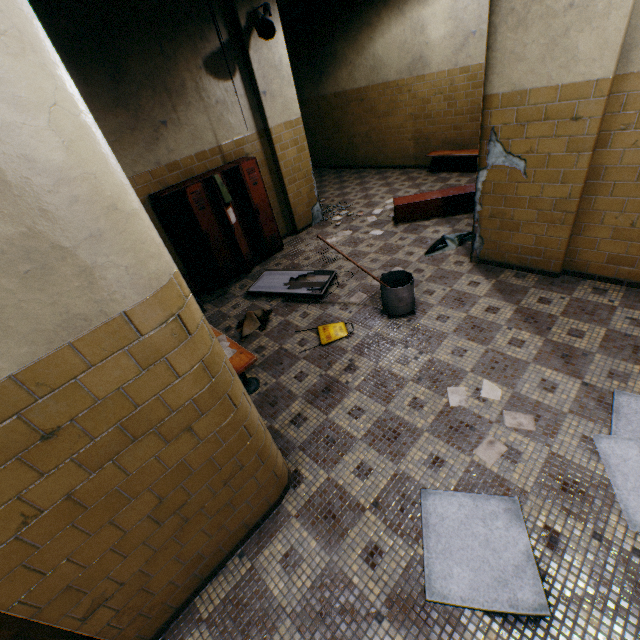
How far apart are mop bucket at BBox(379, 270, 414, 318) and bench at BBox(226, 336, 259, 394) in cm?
173

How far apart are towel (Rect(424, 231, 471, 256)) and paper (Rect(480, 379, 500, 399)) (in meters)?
2.49

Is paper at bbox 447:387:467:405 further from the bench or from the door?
the door

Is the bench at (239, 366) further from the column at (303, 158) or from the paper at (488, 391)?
the column at (303, 158)

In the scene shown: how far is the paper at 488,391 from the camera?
2.85m

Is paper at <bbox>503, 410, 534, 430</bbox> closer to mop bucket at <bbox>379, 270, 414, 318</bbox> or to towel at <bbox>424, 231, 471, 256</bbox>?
mop bucket at <bbox>379, 270, 414, 318</bbox>

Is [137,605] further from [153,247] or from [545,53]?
[545,53]

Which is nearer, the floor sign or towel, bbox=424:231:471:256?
the floor sign
